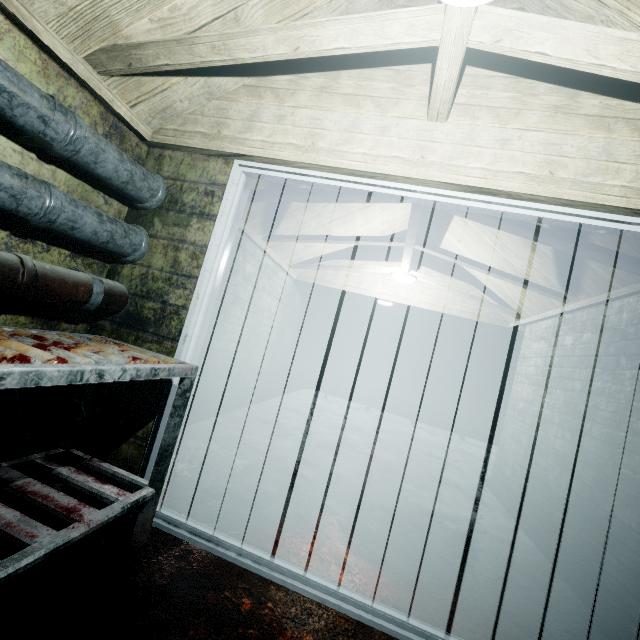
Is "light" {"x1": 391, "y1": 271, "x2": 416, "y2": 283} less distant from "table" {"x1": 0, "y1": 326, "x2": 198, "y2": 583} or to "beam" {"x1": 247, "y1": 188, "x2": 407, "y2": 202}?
"beam" {"x1": 247, "y1": 188, "x2": 407, "y2": 202}

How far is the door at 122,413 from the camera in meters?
1.7 m

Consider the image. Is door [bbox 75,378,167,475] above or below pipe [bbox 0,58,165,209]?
below

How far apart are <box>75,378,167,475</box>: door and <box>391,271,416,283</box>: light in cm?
270

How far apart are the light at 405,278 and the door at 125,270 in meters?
2.7 m

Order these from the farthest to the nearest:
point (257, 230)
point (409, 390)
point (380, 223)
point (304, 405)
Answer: point (409, 390) → point (304, 405) → point (380, 223) → point (257, 230)

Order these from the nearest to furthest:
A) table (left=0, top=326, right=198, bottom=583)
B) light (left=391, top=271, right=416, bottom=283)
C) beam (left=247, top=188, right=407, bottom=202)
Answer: table (left=0, top=326, right=198, bottom=583)
beam (left=247, top=188, right=407, bottom=202)
light (left=391, top=271, right=416, bottom=283)

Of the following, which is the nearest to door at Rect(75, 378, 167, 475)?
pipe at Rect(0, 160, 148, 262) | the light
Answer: pipe at Rect(0, 160, 148, 262)
